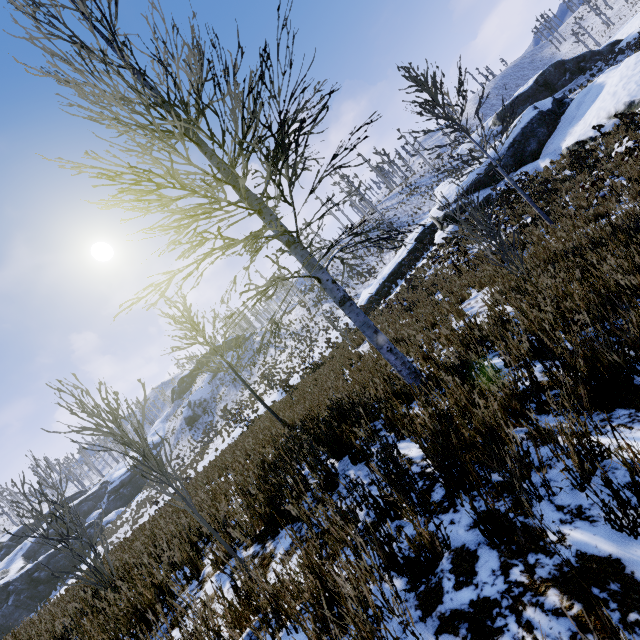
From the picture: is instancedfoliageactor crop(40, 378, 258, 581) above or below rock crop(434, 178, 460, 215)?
below

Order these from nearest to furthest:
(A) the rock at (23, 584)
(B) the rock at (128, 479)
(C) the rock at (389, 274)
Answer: (C) the rock at (389, 274) < (A) the rock at (23, 584) < (B) the rock at (128, 479)

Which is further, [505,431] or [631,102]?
[631,102]

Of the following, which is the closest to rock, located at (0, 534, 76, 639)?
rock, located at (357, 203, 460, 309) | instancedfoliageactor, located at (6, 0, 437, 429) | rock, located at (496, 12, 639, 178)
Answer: instancedfoliageactor, located at (6, 0, 437, 429)

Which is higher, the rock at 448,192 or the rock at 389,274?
the rock at 448,192

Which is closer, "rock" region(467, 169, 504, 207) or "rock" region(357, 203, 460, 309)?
"rock" region(467, 169, 504, 207)
